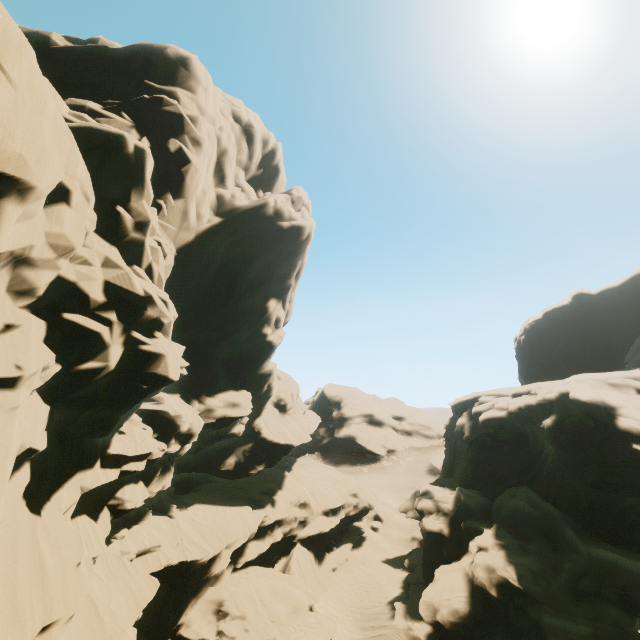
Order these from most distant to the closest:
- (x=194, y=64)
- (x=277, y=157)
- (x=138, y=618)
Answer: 1. (x=277, y=157)
2. (x=194, y=64)
3. (x=138, y=618)

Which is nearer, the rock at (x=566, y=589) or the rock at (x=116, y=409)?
the rock at (x=116, y=409)

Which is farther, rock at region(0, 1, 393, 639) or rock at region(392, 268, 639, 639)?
rock at region(392, 268, 639, 639)
